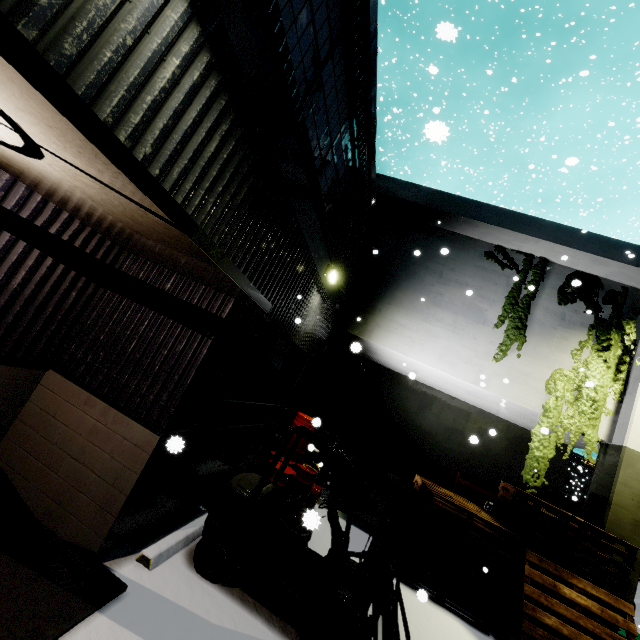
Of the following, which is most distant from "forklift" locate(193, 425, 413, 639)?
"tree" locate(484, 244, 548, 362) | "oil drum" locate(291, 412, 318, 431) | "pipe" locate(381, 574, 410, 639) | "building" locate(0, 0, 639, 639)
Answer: "tree" locate(484, 244, 548, 362)

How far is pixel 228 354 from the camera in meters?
4.6 m

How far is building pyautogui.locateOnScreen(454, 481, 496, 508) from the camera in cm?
1257

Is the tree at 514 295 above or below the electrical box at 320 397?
above

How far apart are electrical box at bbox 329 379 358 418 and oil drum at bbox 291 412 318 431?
5.51m

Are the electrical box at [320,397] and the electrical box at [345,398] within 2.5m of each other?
yes

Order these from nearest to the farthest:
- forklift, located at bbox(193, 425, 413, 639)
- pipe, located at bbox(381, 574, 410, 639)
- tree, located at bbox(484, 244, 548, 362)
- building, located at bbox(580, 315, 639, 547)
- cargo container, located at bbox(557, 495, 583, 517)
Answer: forklift, located at bbox(193, 425, 413, 639)
pipe, located at bbox(381, 574, 410, 639)
building, located at bbox(580, 315, 639, 547)
tree, located at bbox(484, 244, 548, 362)
cargo container, located at bbox(557, 495, 583, 517)
